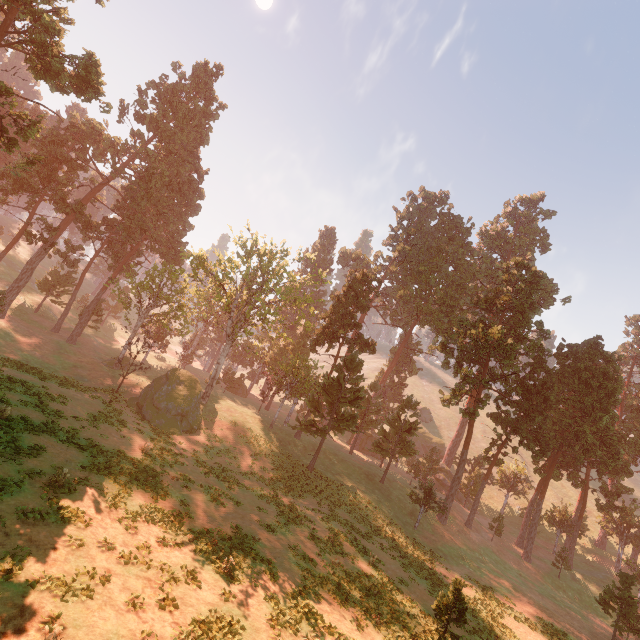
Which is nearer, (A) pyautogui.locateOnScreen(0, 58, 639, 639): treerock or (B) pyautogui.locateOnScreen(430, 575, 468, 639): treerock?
(B) pyautogui.locateOnScreen(430, 575, 468, 639): treerock

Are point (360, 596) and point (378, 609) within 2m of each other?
yes

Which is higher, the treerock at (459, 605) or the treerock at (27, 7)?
the treerock at (27, 7)

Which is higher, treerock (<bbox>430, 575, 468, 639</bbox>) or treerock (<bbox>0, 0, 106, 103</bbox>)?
treerock (<bbox>0, 0, 106, 103</bbox>)

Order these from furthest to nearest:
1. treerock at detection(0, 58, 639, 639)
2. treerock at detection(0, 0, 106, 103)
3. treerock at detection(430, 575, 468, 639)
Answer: treerock at detection(0, 58, 639, 639) → treerock at detection(0, 0, 106, 103) → treerock at detection(430, 575, 468, 639)
